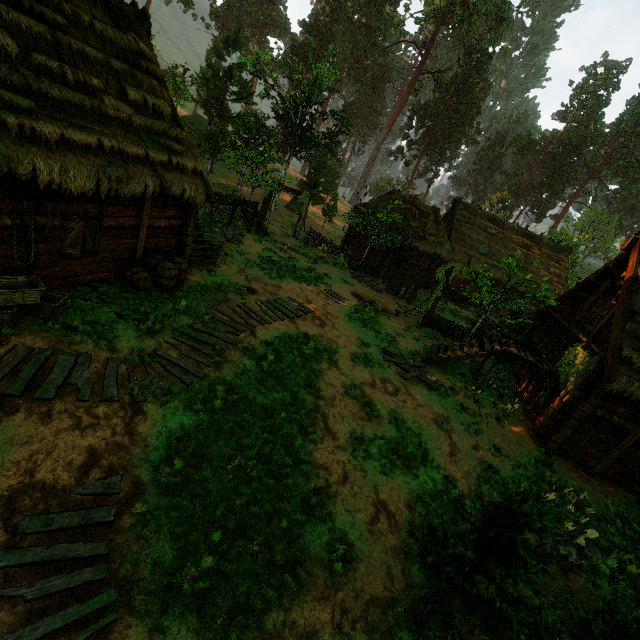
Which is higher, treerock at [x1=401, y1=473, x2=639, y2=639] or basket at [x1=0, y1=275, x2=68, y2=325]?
treerock at [x1=401, y1=473, x2=639, y2=639]

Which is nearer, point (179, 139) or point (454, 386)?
point (179, 139)

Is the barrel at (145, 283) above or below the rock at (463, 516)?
above

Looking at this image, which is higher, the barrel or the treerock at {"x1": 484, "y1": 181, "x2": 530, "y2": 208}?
the treerock at {"x1": 484, "y1": 181, "x2": 530, "y2": 208}

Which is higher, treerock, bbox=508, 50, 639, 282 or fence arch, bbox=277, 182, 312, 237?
treerock, bbox=508, 50, 639, 282

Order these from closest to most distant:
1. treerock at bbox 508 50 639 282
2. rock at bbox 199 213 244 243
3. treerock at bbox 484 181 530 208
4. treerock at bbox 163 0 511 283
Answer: rock at bbox 199 213 244 243 → treerock at bbox 163 0 511 283 → treerock at bbox 484 181 530 208 → treerock at bbox 508 50 639 282

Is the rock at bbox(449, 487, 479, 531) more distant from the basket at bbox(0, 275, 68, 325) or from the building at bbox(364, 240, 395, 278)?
the basket at bbox(0, 275, 68, 325)

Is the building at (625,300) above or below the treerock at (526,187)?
below
